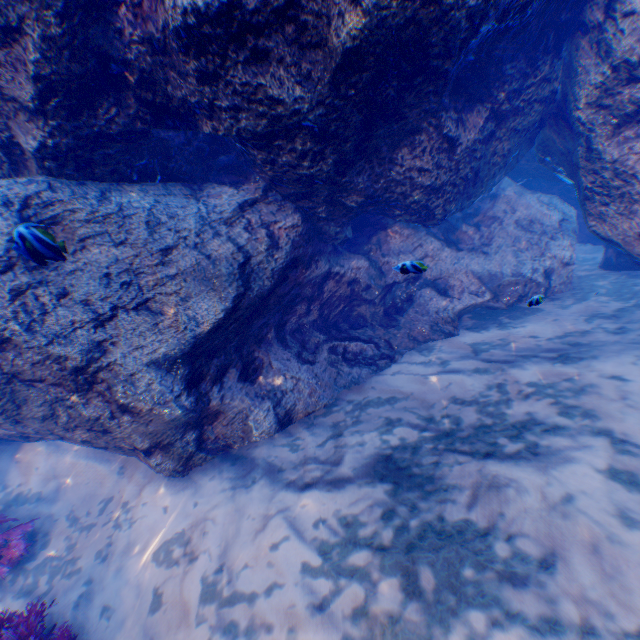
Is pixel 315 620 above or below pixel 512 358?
above

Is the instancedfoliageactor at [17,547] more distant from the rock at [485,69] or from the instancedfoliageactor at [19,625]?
the instancedfoliageactor at [19,625]

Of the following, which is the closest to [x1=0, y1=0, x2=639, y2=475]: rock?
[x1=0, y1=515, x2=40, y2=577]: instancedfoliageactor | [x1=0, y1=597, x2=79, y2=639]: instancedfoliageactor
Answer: [x1=0, y1=515, x2=40, y2=577]: instancedfoliageactor

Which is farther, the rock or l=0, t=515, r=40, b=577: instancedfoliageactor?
l=0, t=515, r=40, b=577: instancedfoliageactor

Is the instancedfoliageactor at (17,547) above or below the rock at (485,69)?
below

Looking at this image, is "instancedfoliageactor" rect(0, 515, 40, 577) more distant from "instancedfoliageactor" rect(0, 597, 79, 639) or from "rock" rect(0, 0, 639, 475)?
"instancedfoliageactor" rect(0, 597, 79, 639)
